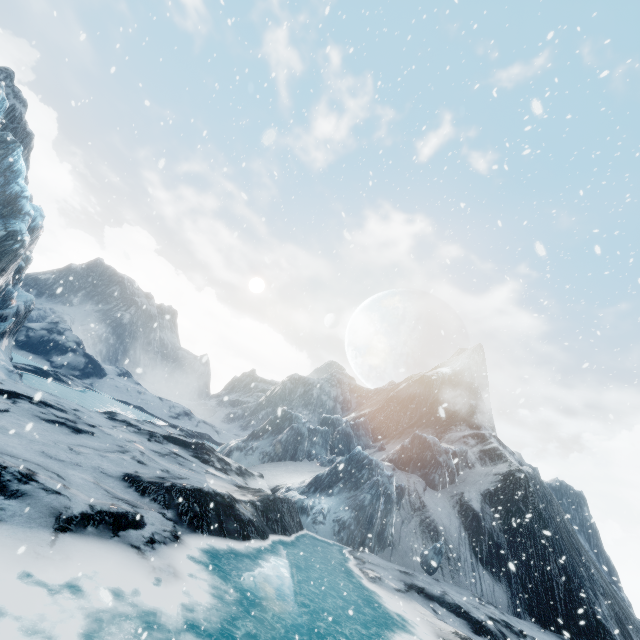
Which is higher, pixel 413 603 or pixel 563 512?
pixel 563 512
